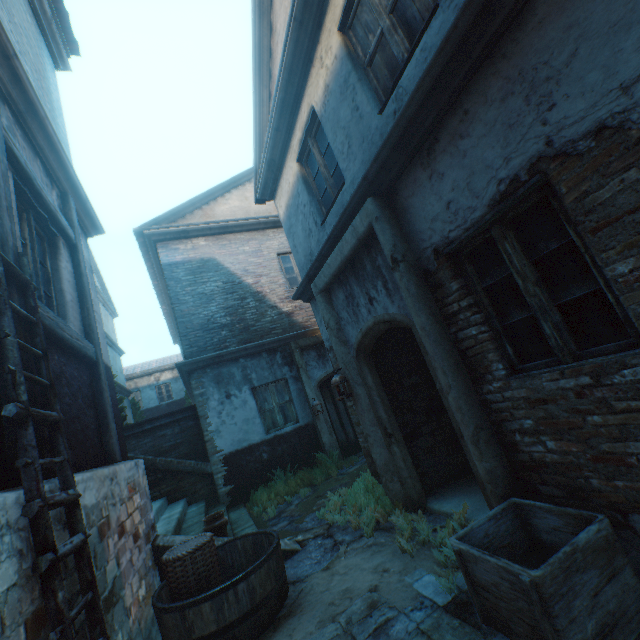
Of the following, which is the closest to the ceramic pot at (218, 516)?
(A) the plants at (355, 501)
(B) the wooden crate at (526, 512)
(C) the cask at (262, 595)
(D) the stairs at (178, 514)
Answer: (D) the stairs at (178, 514)

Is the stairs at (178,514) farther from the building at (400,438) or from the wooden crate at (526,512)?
the wooden crate at (526,512)

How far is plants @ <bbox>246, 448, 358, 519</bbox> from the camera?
7.1m

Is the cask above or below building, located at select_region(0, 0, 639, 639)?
below

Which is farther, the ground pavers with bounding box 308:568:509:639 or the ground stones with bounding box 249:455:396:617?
the ground stones with bounding box 249:455:396:617

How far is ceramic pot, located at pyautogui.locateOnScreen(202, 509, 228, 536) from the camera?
4.8 meters

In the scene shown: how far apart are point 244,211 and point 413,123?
8.8 meters

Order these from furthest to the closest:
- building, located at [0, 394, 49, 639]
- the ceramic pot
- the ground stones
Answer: the ceramic pot
the ground stones
building, located at [0, 394, 49, 639]
